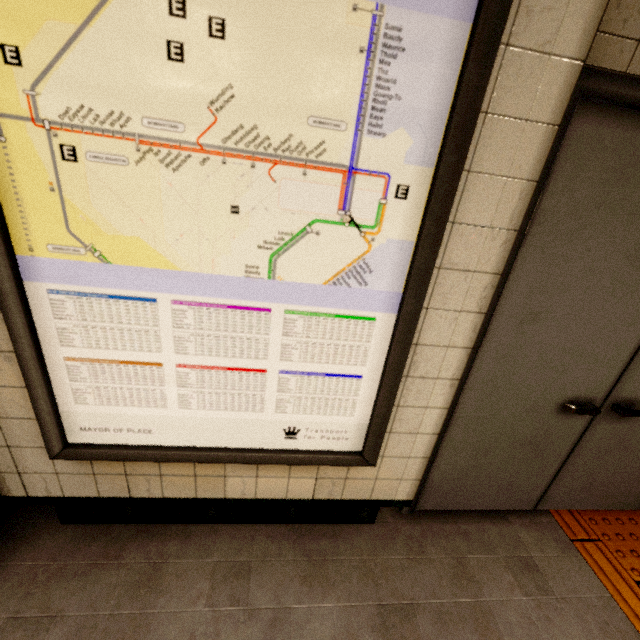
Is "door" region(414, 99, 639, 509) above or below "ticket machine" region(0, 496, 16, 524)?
above

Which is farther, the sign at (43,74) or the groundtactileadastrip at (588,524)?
the groundtactileadastrip at (588,524)

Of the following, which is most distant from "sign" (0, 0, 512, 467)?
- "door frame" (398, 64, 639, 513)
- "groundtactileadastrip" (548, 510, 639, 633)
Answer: "groundtactileadastrip" (548, 510, 639, 633)

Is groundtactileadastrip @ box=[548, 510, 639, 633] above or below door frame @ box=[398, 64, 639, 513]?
below

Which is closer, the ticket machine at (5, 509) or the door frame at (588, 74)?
the door frame at (588, 74)

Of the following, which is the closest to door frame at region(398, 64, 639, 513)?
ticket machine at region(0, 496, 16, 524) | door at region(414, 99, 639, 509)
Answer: door at region(414, 99, 639, 509)

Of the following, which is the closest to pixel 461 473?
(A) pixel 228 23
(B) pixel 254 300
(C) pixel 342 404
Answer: (C) pixel 342 404

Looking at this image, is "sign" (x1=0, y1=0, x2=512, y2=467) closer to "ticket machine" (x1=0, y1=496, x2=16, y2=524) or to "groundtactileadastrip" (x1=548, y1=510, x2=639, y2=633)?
"ticket machine" (x1=0, y1=496, x2=16, y2=524)
